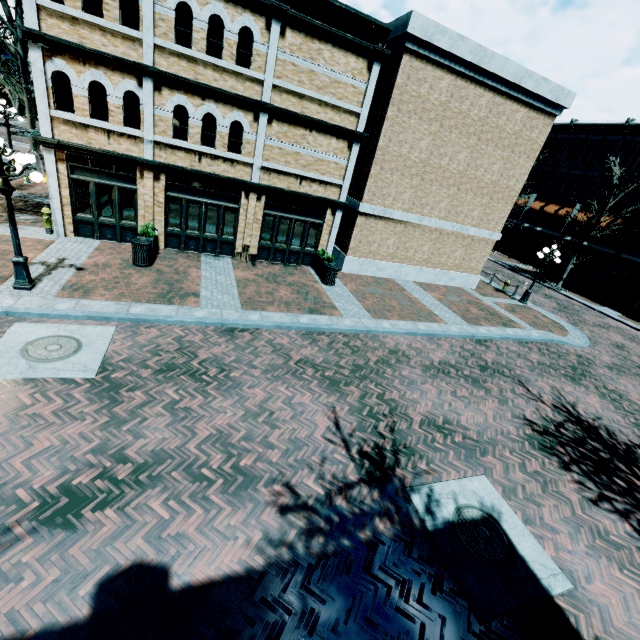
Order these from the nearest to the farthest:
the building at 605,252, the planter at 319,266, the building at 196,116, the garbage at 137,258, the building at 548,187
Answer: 1. the building at 196,116
2. the garbage at 137,258
3. the planter at 319,266
4. the building at 605,252
5. the building at 548,187

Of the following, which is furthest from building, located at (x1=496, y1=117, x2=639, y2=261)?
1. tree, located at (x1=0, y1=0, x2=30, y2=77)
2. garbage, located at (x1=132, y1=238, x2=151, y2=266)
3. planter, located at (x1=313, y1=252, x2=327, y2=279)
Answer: tree, located at (x1=0, y1=0, x2=30, y2=77)

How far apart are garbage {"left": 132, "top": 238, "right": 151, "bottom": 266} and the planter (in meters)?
6.92

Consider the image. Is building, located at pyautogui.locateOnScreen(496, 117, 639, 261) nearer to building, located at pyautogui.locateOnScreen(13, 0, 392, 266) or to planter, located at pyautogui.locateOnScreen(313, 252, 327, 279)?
building, located at pyautogui.locateOnScreen(13, 0, 392, 266)

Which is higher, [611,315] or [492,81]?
[492,81]

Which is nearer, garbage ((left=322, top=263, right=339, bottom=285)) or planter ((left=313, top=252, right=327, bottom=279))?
garbage ((left=322, top=263, right=339, bottom=285))

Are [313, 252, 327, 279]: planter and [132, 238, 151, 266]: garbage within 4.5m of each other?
no

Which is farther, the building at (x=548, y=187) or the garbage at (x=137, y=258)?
the building at (x=548, y=187)
